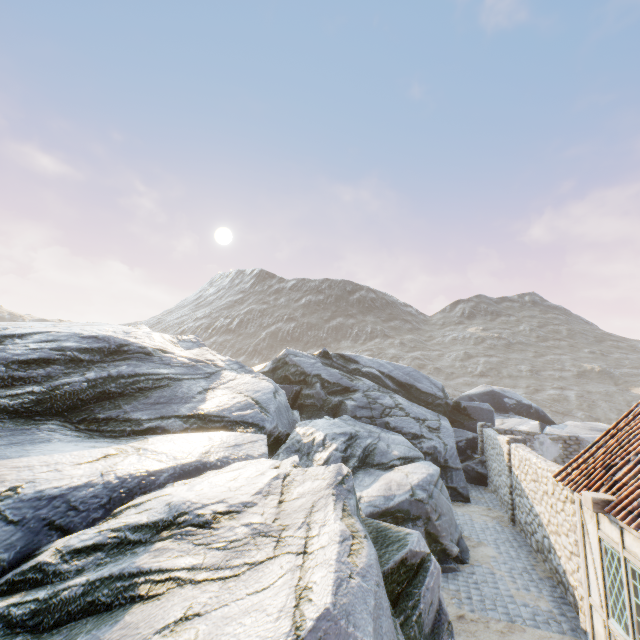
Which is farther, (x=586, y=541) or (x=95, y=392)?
(x=95, y=392)

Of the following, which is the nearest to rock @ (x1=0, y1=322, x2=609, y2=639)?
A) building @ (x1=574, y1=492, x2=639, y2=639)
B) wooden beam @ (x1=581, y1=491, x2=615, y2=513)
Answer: building @ (x1=574, y1=492, x2=639, y2=639)

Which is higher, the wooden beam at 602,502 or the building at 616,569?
the wooden beam at 602,502

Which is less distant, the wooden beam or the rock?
the rock

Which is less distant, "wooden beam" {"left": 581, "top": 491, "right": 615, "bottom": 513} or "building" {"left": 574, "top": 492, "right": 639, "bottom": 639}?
"building" {"left": 574, "top": 492, "right": 639, "bottom": 639}

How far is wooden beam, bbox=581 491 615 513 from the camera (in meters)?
5.60

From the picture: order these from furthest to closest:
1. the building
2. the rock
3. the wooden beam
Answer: the wooden beam < the building < the rock

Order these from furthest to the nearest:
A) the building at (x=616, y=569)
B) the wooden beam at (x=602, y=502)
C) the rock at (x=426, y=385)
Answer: the wooden beam at (x=602, y=502) → the building at (x=616, y=569) → the rock at (x=426, y=385)
